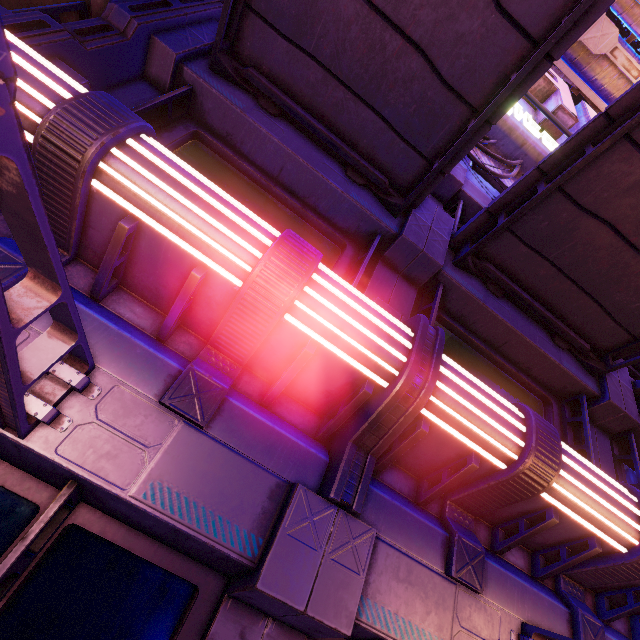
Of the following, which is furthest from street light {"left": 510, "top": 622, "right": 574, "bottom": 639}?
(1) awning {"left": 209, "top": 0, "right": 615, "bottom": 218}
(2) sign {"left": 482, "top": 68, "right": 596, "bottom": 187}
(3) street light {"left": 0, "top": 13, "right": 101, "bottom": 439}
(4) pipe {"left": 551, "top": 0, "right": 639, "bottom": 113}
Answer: (4) pipe {"left": 551, "top": 0, "right": 639, "bottom": 113}

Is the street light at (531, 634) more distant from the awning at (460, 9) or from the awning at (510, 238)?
the awning at (460, 9)

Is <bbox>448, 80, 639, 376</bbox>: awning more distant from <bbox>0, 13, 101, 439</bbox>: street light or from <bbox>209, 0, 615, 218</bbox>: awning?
<bbox>0, 13, 101, 439</bbox>: street light

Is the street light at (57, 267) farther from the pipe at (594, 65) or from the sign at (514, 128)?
the pipe at (594, 65)

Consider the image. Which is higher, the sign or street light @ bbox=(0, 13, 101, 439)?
the sign

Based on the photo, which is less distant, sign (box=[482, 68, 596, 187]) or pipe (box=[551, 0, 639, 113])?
sign (box=[482, 68, 596, 187])

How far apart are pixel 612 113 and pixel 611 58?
11.4 meters

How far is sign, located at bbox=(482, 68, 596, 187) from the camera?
7.7m
